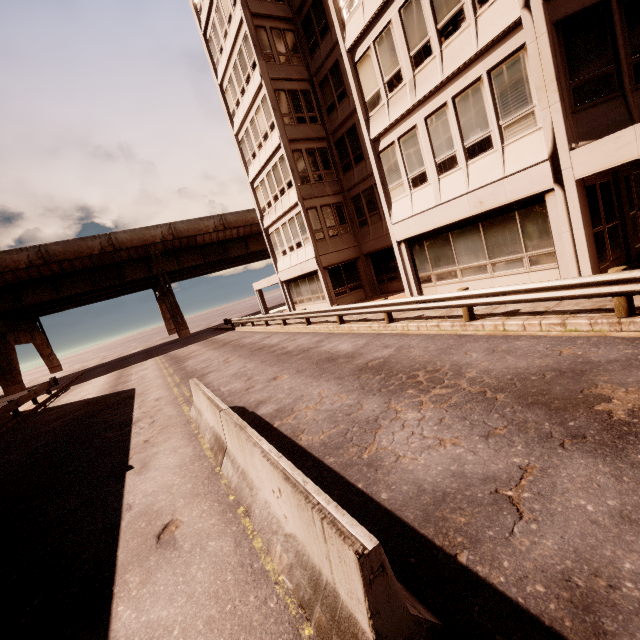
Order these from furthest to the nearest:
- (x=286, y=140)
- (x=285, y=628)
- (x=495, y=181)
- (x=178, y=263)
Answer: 1. (x=178, y=263)
2. (x=286, y=140)
3. (x=495, y=181)
4. (x=285, y=628)

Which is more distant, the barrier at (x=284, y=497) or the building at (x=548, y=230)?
the building at (x=548, y=230)

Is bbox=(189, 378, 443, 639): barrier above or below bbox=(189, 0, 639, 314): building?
below

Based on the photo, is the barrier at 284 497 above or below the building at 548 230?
below

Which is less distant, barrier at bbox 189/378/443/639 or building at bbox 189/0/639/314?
Answer: barrier at bbox 189/378/443/639
